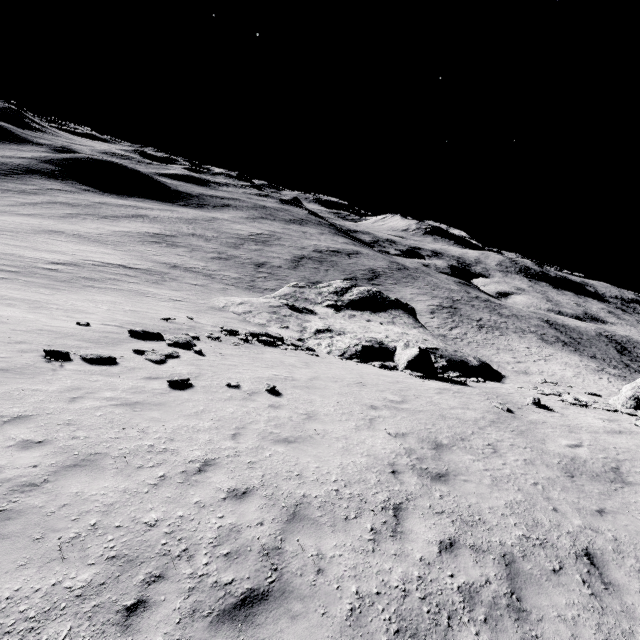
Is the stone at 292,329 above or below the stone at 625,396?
below

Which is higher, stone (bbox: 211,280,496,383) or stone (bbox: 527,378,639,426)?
stone (bbox: 527,378,639,426)

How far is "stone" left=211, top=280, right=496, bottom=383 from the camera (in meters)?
22.25

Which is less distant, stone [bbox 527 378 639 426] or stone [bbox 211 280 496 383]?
stone [bbox 527 378 639 426]

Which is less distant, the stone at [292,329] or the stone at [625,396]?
the stone at [625,396]

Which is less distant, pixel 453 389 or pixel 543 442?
pixel 543 442
